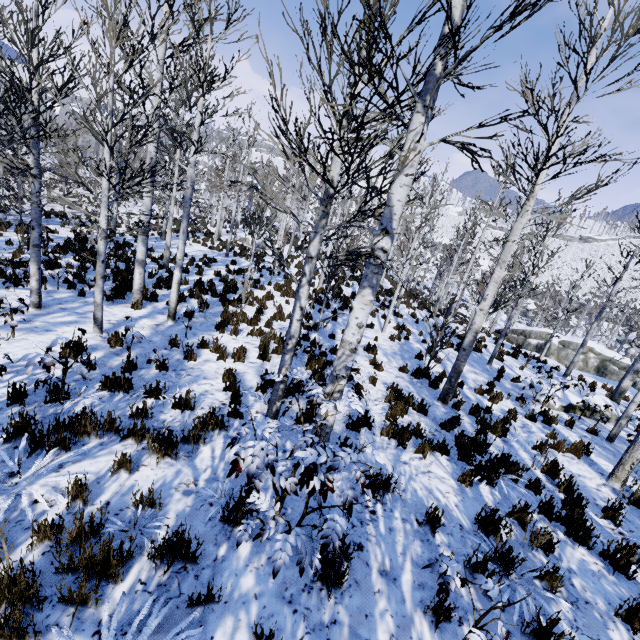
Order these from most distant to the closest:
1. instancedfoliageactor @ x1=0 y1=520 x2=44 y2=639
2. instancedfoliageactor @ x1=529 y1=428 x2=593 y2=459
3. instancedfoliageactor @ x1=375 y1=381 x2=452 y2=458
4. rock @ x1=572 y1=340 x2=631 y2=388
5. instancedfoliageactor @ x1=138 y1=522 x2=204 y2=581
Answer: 1. rock @ x1=572 y1=340 x2=631 y2=388
2. instancedfoliageactor @ x1=529 y1=428 x2=593 y2=459
3. instancedfoliageactor @ x1=375 y1=381 x2=452 y2=458
4. instancedfoliageactor @ x1=138 y1=522 x2=204 y2=581
5. instancedfoliageactor @ x1=0 y1=520 x2=44 y2=639

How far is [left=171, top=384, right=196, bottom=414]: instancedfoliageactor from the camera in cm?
507

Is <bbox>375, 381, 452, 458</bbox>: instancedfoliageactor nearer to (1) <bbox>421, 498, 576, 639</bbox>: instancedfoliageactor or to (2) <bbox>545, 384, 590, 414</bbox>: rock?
(1) <bbox>421, 498, 576, 639</bbox>: instancedfoliageactor

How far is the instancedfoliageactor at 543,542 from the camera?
4.0 meters

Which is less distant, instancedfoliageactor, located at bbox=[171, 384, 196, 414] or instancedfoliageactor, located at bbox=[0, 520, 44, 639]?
instancedfoliageactor, located at bbox=[0, 520, 44, 639]

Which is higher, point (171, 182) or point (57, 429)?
point (171, 182)
